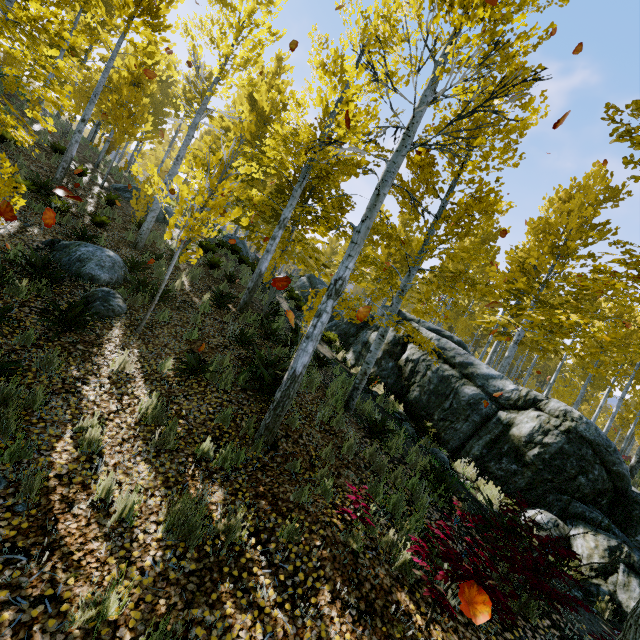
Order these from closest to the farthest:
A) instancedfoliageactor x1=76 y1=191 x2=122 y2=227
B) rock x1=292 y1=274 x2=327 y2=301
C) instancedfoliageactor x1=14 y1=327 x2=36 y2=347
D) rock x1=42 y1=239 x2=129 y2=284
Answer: instancedfoliageactor x1=14 y1=327 x2=36 y2=347
rock x1=42 y1=239 x2=129 y2=284
instancedfoliageactor x1=76 y1=191 x2=122 y2=227
rock x1=292 y1=274 x2=327 y2=301

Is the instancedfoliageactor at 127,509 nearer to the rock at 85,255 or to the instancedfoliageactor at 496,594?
the instancedfoliageactor at 496,594

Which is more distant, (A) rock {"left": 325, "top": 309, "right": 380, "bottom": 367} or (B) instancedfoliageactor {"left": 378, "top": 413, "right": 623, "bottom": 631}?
(A) rock {"left": 325, "top": 309, "right": 380, "bottom": 367}

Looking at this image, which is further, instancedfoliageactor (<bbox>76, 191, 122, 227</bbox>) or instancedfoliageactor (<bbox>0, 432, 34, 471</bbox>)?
instancedfoliageactor (<bbox>76, 191, 122, 227</bbox>)

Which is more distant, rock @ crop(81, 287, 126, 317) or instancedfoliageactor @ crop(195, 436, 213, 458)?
rock @ crop(81, 287, 126, 317)

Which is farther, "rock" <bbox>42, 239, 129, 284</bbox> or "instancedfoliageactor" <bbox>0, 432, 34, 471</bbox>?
"rock" <bbox>42, 239, 129, 284</bbox>

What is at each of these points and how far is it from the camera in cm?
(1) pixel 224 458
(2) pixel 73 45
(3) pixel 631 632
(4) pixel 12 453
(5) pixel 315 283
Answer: (1) instancedfoliageactor, 445
(2) instancedfoliageactor, 743
(3) instancedfoliageactor, 349
(4) instancedfoliageactor, 332
(5) rock, 2084

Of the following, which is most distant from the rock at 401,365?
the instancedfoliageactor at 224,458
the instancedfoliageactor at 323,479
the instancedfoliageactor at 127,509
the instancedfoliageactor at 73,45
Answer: the instancedfoliageactor at 127,509
